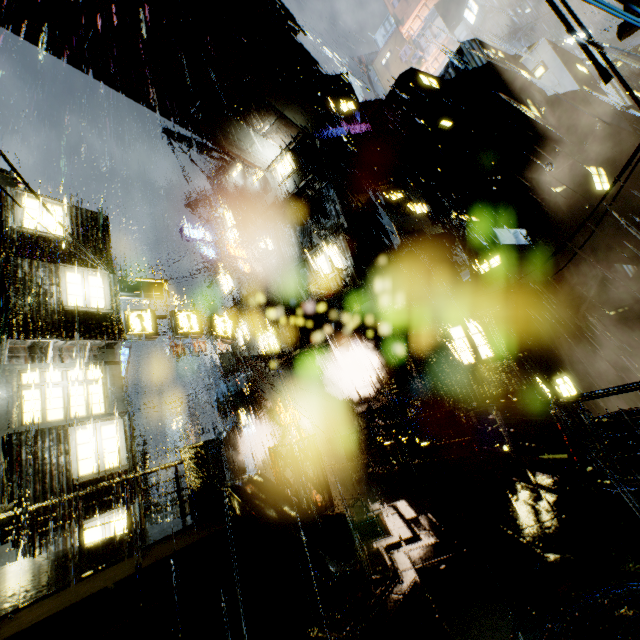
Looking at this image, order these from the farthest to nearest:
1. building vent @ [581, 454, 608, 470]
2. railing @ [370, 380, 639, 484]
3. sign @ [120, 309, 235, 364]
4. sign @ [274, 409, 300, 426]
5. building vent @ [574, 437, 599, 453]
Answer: sign @ [274, 409, 300, 426] < sign @ [120, 309, 235, 364] < building vent @ [574, 437, 599, 453] < building vent @ [581, 454, 608, 470] < railing @ [370, 380, 639, 484]

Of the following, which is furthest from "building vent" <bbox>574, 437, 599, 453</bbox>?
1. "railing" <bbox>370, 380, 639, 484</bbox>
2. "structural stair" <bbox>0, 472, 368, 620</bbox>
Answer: "structural stair" <bbox>0, 472, 368, 620</bbox>

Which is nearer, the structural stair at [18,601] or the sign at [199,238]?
the structural stair at [18,601]

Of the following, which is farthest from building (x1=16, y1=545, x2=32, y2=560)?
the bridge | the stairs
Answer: the stairs

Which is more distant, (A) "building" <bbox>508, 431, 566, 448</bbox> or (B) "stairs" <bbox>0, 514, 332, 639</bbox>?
(A) "building" <bbox>508, 431, 566, 448</bbox>

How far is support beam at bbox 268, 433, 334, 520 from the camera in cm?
922

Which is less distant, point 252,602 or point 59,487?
point 252,602

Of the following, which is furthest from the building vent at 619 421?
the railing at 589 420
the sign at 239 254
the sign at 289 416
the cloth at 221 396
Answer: the sign at 239 254
